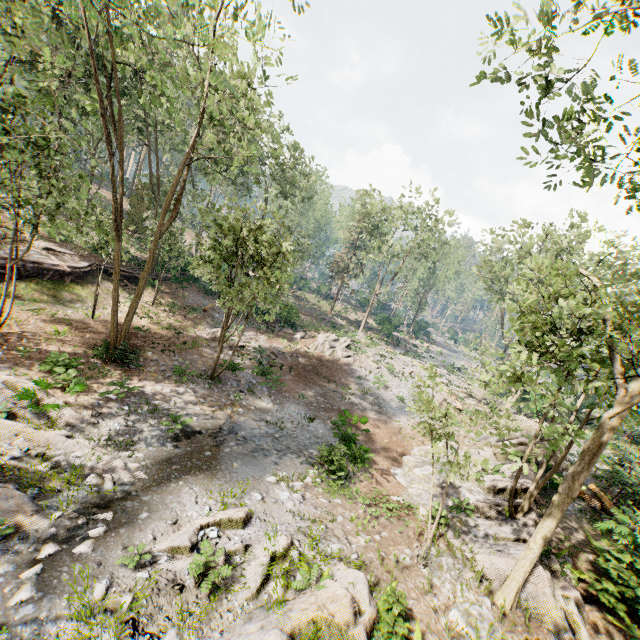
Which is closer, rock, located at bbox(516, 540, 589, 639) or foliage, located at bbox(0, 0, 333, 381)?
rock, located at bbox(516, 540, 589, 639)

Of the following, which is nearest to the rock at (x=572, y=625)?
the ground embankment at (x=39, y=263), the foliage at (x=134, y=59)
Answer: the foliage at (x=134, y=59)

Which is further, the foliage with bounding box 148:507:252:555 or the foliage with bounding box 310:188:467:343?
the foliage with bounding box 310:188:467:343

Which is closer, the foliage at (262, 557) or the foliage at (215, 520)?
the foliage at (262, 557)

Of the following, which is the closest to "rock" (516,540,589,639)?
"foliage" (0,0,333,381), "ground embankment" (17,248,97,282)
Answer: "foliage" (0,0,333,381)

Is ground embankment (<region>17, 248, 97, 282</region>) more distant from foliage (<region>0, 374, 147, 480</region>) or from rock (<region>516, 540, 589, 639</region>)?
rock (<region>516, 540, 589, 639</region>)

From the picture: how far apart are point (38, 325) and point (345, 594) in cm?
1875
